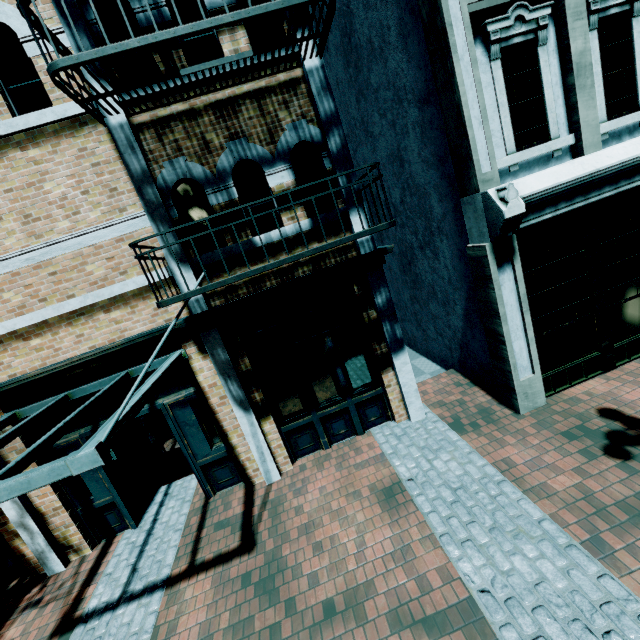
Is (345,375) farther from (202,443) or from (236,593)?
(236,593)

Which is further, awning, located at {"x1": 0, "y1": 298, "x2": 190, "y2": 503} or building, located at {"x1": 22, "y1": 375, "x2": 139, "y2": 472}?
building, located at {"x1": 22, "y1": 375, "x2": 139, "y2": 472}

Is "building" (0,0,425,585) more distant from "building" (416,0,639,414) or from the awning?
"building" (416,0,639,414)

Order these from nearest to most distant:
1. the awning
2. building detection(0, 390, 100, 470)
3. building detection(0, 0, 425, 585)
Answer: the awning, building detection(0, 0, 425, 585), building detection(0, 390, 100, 470)

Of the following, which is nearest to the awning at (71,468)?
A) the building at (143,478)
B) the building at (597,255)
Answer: the building at (143,478)

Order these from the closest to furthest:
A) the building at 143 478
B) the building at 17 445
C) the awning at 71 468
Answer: the awning at 71 468 < the building at 143 478 < the building at 17 445

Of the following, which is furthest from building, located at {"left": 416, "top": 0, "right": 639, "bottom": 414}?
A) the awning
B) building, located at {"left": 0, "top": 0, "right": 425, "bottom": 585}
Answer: the awning
